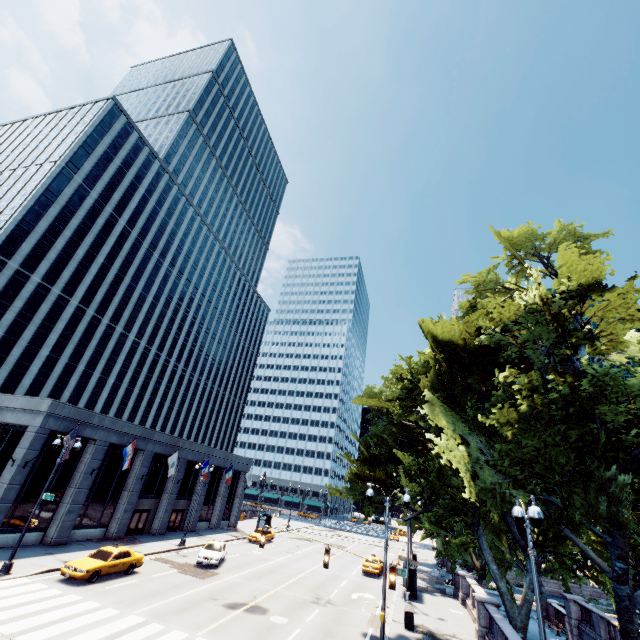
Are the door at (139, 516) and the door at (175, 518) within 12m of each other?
yes

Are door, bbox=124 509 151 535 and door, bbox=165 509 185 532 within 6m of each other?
yes

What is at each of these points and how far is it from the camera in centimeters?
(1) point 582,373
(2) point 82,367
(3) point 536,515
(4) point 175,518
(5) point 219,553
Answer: (1) tree, 1549cm
(2) building, 5091cm
(3) light, 960cm
(4) door, 3853cm
(5) vehicle, 2756cm

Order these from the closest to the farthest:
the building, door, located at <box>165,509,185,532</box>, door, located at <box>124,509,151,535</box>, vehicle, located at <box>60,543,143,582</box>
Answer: vehicle, located at <box>60,543,143,582</box>
the building
door, located at <box>124,509,151,535</box>
door, located at <box>165,509,185,532</box>

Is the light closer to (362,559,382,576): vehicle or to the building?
the building

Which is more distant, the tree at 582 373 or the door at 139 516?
the door at 139 516

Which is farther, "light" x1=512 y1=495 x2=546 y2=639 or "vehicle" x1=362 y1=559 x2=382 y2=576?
"vehicle" x1=362 y1=559 x2=382 y2=576

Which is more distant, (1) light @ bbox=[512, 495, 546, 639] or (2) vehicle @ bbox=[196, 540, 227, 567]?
(2) vehicle @ bbox=[196, 540, 227, 567]
